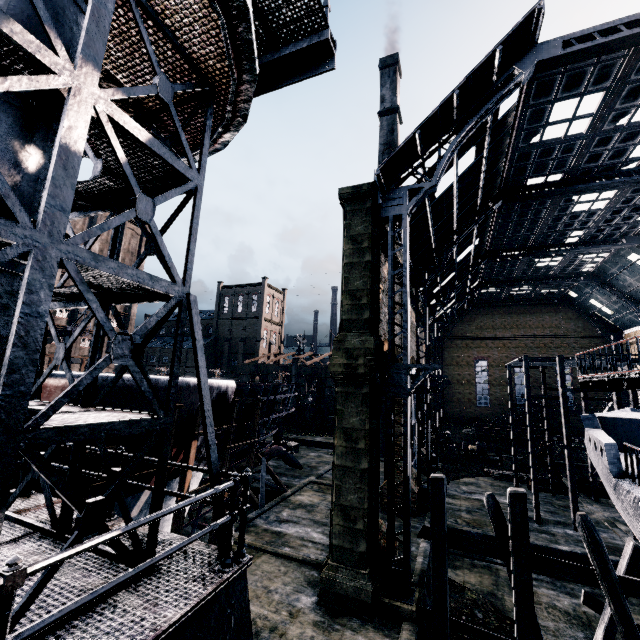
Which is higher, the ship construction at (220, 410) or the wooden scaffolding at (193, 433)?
the ship construction at (220, 410)

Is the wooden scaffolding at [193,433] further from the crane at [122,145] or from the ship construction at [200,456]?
the crane at [122,145]

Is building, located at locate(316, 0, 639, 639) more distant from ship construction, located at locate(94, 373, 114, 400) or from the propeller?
the propeller

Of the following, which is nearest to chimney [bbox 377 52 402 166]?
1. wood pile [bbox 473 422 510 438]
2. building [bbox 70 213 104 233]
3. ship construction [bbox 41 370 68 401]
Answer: building [bbox 70 213 104 233]

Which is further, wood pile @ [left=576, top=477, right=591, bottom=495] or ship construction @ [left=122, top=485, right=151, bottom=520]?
wood pile @ [left=576, top=477, right=591, bottom=495]

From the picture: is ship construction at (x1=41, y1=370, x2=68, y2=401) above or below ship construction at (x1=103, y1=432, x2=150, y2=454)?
above

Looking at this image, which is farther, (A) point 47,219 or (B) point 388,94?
(B) point 388,94

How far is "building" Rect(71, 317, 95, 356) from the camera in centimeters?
5425cm
